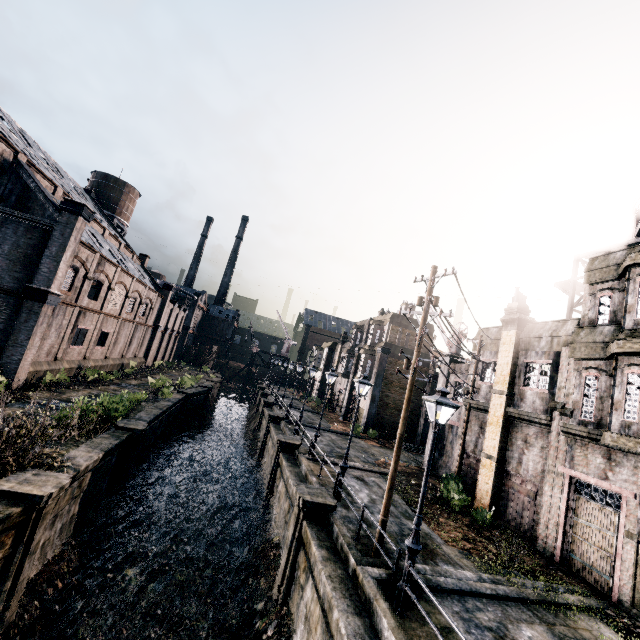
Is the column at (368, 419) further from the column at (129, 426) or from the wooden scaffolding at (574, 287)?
the column at (129, 426)

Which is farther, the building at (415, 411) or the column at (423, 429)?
the building at (415, 411)

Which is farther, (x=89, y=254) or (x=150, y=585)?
(x=89, y=254)

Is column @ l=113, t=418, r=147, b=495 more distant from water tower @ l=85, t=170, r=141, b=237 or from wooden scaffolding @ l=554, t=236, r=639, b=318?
water tower @ l=85, t=170, r=141, b=237

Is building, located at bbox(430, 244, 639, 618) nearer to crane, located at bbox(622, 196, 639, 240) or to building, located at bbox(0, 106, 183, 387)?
crane, located at bbox(622, 196, 639, 240)

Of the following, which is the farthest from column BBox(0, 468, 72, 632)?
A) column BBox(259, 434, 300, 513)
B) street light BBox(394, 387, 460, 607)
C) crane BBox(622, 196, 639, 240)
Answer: crane BBox(622, 196, 639, 240)

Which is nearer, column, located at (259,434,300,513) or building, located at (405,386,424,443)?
column, located at (259,434,300,513)

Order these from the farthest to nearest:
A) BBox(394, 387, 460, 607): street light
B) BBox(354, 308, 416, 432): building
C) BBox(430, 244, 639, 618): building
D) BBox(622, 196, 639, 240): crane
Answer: BBox(354, 308, 416, 432): building, BBox(622, 196, 639, 240): crane, BBox(430, 244, 639, 618): building, BBox(394, 387, 460, 607): street light
